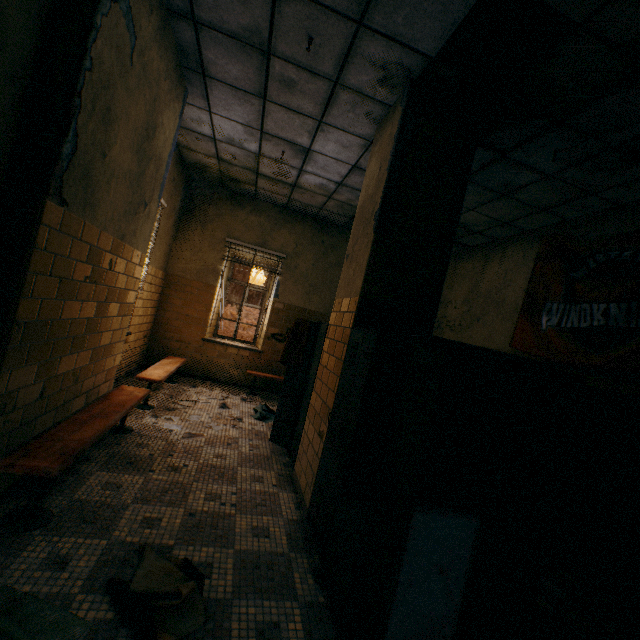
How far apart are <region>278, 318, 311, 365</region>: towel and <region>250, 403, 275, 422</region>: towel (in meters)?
1.56

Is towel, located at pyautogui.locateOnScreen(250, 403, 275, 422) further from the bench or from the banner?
the banner

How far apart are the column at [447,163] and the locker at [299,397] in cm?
1

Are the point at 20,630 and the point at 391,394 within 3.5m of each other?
yes

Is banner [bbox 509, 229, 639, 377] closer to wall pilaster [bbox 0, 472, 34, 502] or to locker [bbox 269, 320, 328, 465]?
locker [bbox 269, 320, 328, 465]

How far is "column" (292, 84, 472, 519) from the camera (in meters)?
2.86

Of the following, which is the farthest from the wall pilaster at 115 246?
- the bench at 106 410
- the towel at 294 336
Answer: the towel at 294 336

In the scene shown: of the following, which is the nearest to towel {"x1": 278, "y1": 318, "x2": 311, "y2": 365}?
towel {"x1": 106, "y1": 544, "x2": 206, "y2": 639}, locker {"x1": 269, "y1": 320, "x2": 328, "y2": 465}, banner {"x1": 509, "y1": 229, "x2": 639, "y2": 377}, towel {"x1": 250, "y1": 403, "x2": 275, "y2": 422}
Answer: locker {"x1": 269, "y1": 320, "x2": 328, "y2": 465}
